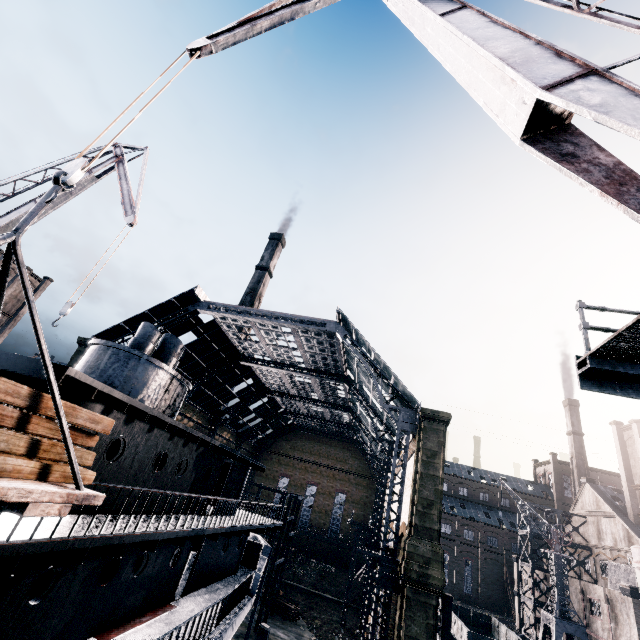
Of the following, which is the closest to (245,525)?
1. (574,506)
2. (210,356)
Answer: (210,356)

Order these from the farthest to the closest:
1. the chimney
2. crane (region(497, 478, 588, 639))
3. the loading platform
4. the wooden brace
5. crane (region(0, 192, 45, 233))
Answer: the chimney < crane (region(497, 478, 588, 639)) < crane (region(0, 192, 45, 233)) < the wooden brace < the loading platform

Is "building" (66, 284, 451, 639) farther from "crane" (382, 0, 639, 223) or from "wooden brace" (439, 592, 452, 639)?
"crane" (382, 0, 639, 223)

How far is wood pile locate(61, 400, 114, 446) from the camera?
6.1m

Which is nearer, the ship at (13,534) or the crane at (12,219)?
the ship at (13,534)

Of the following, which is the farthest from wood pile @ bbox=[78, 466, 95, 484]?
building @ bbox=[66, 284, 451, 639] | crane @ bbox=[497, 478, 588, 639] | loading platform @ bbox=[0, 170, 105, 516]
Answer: crane @ bbox=[497, 478, 588, 639]

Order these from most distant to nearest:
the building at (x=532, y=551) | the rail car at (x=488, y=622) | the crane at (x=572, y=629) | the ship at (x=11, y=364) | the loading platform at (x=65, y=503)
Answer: the building at (x=532, y=551), the crane at (x=572, y=629), the rail car at (x=488, y=622), the ship at (x=11, y=364), the loading platform at (x=65, y=503)

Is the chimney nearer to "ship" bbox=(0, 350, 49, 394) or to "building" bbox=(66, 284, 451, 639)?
"building" bbox=(66, 284, 451, 639)
